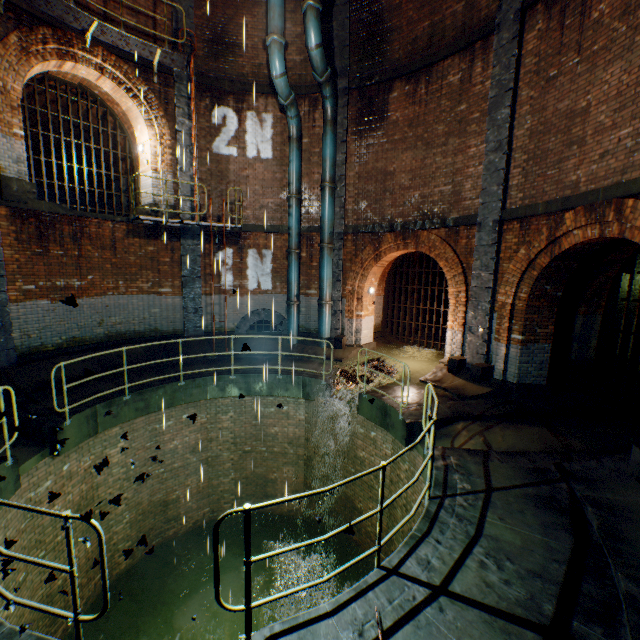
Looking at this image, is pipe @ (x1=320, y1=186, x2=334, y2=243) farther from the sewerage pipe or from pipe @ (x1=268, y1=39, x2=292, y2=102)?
the sewerage pipe

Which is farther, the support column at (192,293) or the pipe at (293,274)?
the pipe at (293,274)

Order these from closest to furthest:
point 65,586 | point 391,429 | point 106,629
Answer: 1. point 65,586
2. point 391,429
3. point 106,629

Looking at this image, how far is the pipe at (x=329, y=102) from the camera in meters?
10.9 m

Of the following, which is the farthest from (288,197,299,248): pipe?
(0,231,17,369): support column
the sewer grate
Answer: the sewer grate

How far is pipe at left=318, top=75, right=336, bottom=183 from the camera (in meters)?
10.88

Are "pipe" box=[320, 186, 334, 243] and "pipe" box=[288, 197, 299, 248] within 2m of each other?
yes

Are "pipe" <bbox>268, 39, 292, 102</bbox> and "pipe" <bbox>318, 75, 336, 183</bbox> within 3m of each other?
yes
